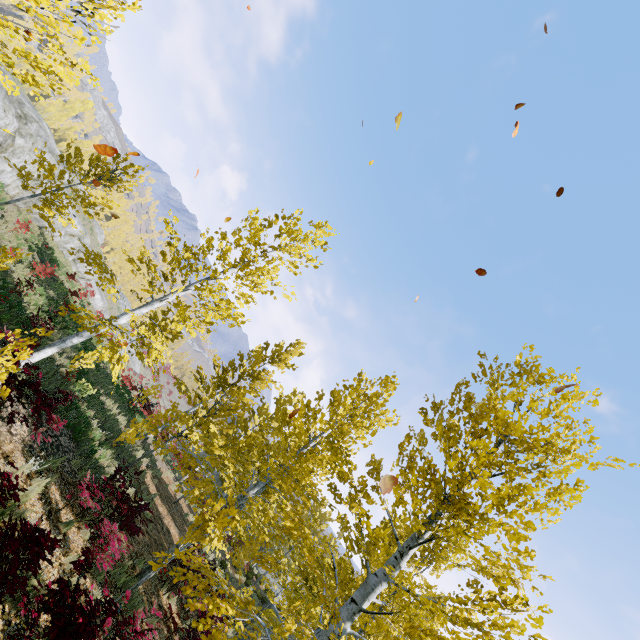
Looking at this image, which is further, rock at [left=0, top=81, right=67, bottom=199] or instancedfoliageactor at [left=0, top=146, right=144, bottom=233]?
rock at [left=0, top=81, right=67, bottom=199]

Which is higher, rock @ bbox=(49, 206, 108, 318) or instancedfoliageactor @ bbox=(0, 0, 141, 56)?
instancedfoliageactor @ bbox=(0, 0, 141, 56)

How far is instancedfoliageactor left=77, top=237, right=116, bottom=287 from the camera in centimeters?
782cm

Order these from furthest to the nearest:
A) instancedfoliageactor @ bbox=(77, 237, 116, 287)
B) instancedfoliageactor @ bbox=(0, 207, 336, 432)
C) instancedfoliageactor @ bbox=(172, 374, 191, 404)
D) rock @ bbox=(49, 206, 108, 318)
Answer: rock @ bbox=(49, 206, 108, 318)
instancedfoliageactor @ bbox=(172, 374, 191, 404)
instancedfoliageactor @ bbox=(77, 237, 116, 287)
instancedfoliageactor @ bbox=(0, 207, 336, 432)

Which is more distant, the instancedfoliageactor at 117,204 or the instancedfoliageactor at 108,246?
the instancedfoliageactor at 117,204

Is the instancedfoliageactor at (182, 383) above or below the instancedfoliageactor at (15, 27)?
below

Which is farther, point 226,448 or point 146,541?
point 146,541
